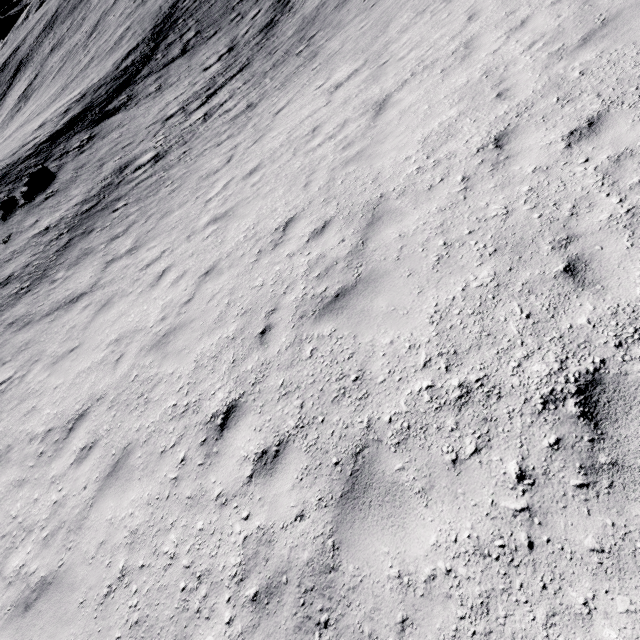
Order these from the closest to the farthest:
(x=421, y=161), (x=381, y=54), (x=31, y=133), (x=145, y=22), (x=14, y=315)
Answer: (x=421, y=161) < (x=381, y=54) < (x=14, y=315) < (x=31, y=133) < (x=145, y=22)

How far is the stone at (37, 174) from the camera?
20.8m

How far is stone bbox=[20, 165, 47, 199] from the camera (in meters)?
20.81
